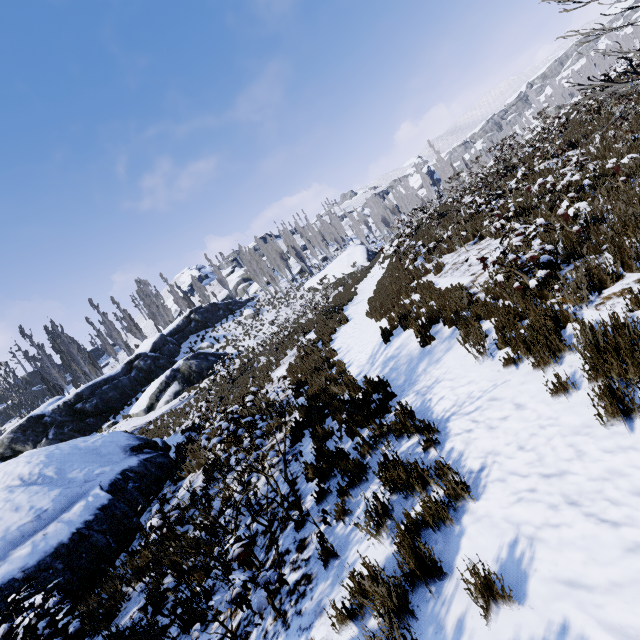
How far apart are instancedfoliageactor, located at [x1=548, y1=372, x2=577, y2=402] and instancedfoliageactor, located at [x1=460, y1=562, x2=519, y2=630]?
1.8 meters

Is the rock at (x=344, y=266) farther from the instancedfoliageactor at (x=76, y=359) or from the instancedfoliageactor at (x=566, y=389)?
the instancedfoliageactor at (x=566, y=389)

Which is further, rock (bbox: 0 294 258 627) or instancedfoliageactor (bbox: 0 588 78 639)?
rock (bbox: 0 294 258 627)

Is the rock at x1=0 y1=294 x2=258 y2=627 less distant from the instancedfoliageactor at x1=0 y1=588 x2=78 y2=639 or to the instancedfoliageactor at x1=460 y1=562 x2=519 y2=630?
the instancedfoliageactor at x1=460 y1=562 x2=519 y2=630

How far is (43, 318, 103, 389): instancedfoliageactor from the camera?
34.9 meters

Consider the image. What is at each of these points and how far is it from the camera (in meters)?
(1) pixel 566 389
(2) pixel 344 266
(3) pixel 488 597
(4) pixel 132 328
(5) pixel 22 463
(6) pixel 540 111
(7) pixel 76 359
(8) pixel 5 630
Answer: (1) instancedfoliageactor, 3.62
(2) rock, 41.94
(3) instancedfoliageactor, 2.38
(4) instancedfoliageactor, 46.25
(5) rock, 10.20
(6) instancedfoliageactor, 22.25
(7) instancedfoliageactor, 35.03
(8) instancedfoliageactor, 4.84

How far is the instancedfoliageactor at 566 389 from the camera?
3.6 meters

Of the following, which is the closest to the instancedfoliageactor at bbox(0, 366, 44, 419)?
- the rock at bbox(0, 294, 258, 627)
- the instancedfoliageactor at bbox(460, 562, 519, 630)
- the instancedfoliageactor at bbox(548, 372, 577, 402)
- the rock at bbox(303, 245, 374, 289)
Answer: the rock at bbox(303, 245, 374, 289)
